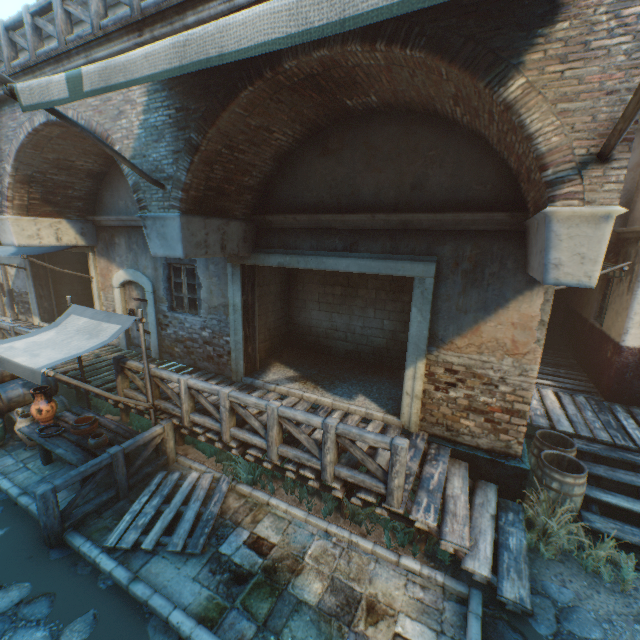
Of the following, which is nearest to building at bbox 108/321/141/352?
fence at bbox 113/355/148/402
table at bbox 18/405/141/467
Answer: fence at bbox 113/355/148/402

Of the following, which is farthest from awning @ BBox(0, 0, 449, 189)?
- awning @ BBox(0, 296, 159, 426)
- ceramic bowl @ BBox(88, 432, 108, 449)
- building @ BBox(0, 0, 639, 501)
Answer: ceramic bowl @ BBox(88, 432, 108, 449)

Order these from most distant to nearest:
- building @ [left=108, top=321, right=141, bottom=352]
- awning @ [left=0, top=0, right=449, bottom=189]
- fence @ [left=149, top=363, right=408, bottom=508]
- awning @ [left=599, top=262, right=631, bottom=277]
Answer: building @ [left=108, top=321, right=141, bottom=352] → awning @ [left=599, top=262, right=631, bottom=277] → fence @ [left=149, top=363, right=408, bottom=508] → awning @ [left=0, top=0, right=449, bottom=189]

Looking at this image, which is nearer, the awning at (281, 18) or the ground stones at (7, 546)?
the awning at (281, 18)

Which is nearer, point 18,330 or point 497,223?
point 497,223

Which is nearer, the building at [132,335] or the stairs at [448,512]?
the stairs at [448,512]

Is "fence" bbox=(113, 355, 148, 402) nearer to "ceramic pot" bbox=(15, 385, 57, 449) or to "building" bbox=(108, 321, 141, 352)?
"ceramic pot" bbox=(15, 385, 57, 449)

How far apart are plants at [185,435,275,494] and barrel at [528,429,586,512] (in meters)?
4.82
